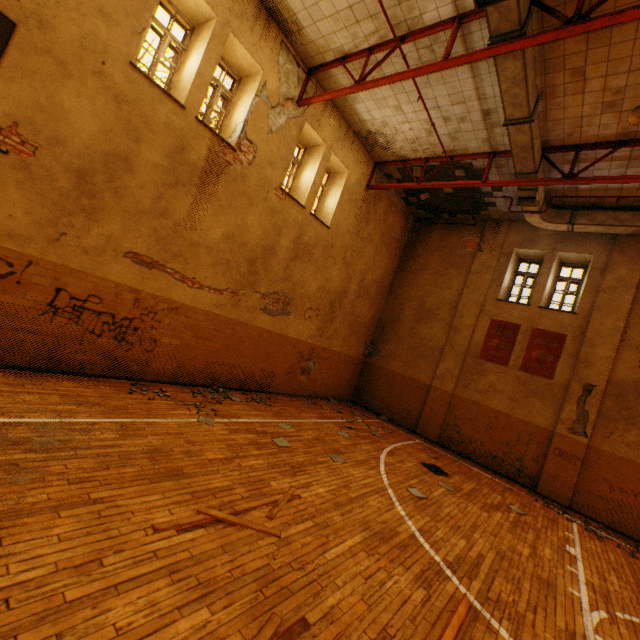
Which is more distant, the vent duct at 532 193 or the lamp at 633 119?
the vent duct at 532 193

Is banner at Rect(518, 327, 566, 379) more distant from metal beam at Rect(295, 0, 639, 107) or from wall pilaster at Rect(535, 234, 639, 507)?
metal beam at Rect(295, 0, 639, 107)

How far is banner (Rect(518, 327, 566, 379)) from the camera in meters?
10.5 m

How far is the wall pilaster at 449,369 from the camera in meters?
12.1

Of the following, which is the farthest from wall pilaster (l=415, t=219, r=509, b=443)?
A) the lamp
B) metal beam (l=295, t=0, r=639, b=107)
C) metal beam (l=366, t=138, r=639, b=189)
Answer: metal beam (l=295, t=0, r=639, b=107)

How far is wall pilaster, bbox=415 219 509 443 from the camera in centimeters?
1209cm

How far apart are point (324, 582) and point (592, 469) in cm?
1011

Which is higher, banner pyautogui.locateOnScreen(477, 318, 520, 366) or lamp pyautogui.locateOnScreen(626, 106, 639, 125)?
lamp pyautogui.locateOnScreen(626, 106, 639, 125)
